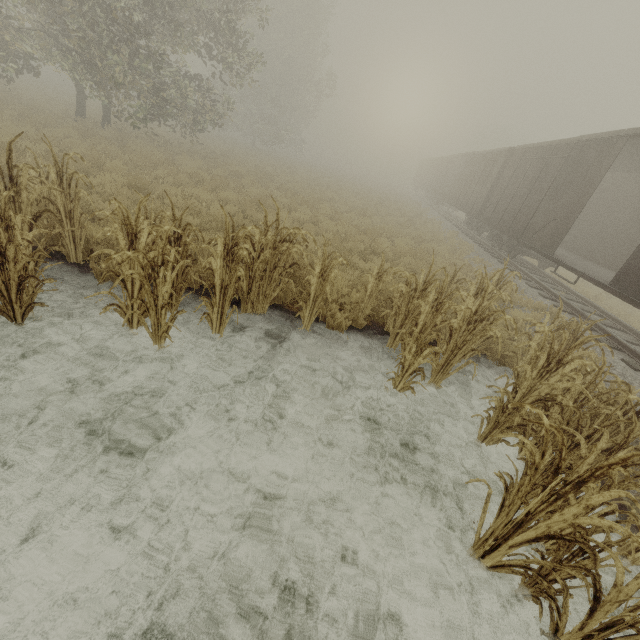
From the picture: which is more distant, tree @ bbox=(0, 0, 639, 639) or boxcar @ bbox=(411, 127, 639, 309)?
boxcar @ bbox=(411, 127, 639, 309)

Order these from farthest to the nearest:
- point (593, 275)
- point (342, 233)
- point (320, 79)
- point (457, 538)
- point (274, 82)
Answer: point (320, 79)
point (274, 82)
point (342, 233)
point (593, 275)
point (457, 538)

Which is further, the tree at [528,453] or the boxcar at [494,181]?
the boxcar at [494,181]
